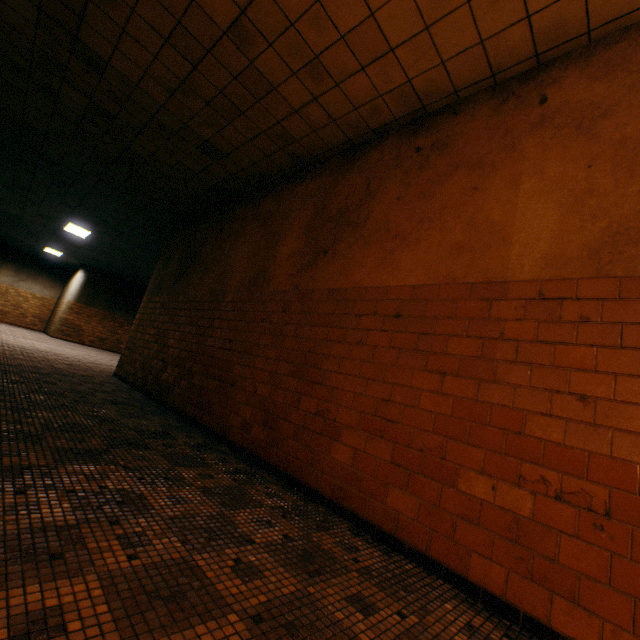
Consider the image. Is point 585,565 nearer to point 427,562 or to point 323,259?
point 427,562
